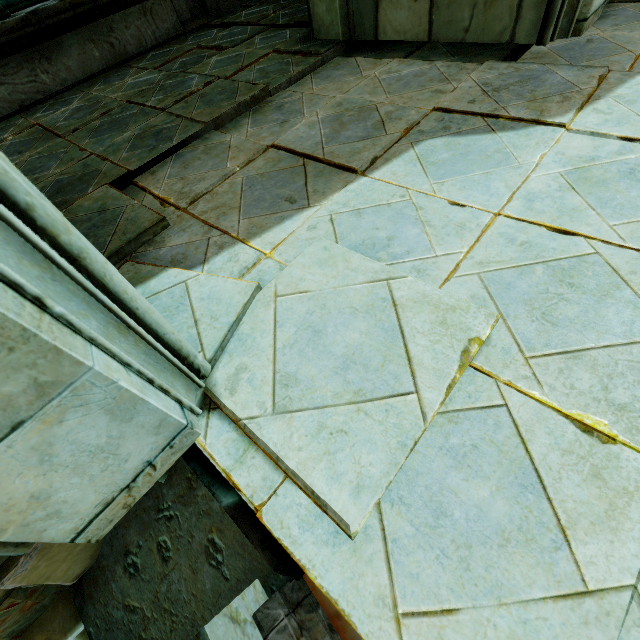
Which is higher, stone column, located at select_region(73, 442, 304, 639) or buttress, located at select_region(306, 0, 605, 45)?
buttress, located at select_region(306, 0, 605, 45)

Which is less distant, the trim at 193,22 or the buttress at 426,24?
the buttress at 426,24

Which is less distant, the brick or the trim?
the brick

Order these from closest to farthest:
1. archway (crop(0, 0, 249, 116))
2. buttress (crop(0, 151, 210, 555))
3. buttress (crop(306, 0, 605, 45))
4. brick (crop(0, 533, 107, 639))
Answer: buttress (crop(0, 151, 210, 555)) → brick (crop(0, 533, 107, 639)) → buttress (crop(306, 0, 605, 45)) → archway (crop(0, 0, 249, 116))

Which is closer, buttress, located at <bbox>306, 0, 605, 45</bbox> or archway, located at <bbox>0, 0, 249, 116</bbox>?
buttress, located at <bbox>306, 0, 605, 45</bbox>

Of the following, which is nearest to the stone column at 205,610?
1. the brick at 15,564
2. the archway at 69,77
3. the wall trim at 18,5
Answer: the brick at 15,564

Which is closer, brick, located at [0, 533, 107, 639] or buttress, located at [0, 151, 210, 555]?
buttress, located at [0, 151, 210, 555]

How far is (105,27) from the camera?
4.33m
